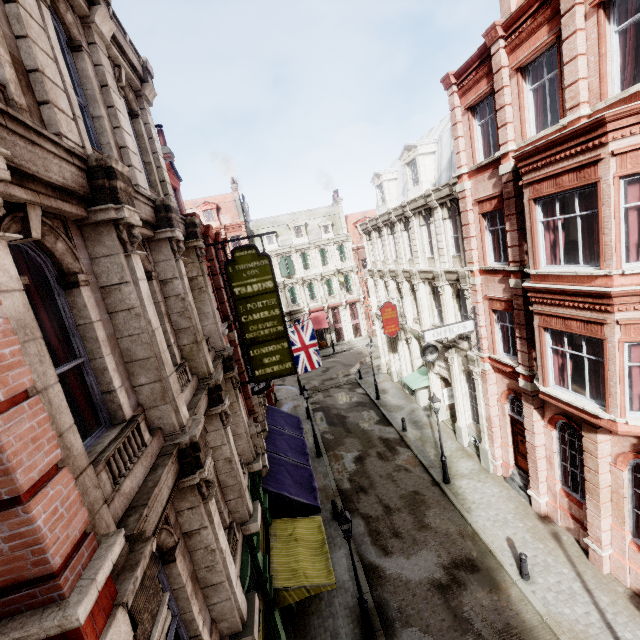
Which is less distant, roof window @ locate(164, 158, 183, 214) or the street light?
the street light

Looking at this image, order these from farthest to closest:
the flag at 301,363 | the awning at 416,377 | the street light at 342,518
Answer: the awning at 416,377, the flag at 301,363, the street light at 342,518

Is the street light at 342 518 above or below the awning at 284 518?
above

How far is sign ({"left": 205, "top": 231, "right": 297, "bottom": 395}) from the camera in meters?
10.0 m

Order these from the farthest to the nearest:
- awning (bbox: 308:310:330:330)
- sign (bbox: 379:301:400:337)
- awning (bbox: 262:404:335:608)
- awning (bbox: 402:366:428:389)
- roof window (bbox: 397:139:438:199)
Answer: awning (bbox: 308:310:330:330), sign (bbox: 379:301:400:337), awning (bbox: 402:366:428:389), roof window (bbox: 397:139:438:199), awning (bbox: 262:404:335:608)

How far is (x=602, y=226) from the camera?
7.8m

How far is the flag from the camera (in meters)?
20.25

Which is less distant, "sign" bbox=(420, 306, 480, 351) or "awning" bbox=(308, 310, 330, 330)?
"sign" bbox=(420, 306, 480, 351)
